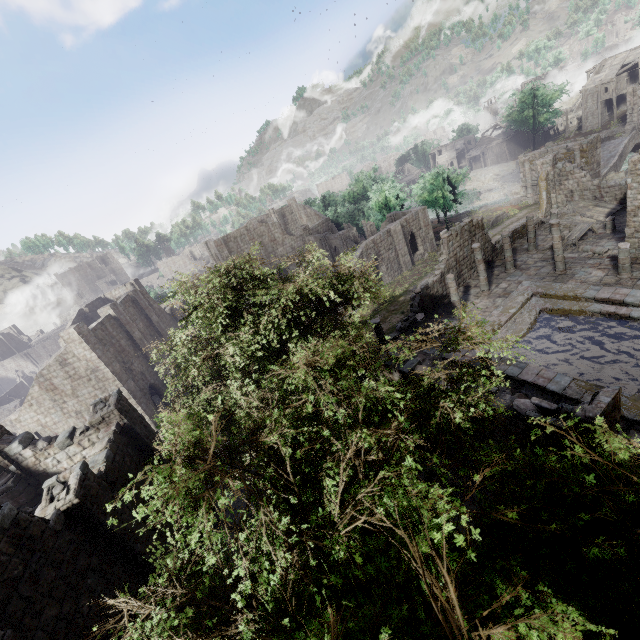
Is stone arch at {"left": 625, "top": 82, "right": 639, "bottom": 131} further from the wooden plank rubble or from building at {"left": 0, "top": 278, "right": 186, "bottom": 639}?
the wooden plank rubble

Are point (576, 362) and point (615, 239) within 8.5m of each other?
no

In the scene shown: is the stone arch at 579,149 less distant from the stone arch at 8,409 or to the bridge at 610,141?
the bridge at 610,141

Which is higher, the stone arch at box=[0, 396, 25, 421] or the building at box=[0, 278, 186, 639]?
the building at box=[0, 278, 186, 639]

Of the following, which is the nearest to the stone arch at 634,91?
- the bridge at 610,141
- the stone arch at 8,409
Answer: the bridge at 610,141

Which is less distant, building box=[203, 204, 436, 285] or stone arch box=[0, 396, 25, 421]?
building box=[203, 204, 436, 285]

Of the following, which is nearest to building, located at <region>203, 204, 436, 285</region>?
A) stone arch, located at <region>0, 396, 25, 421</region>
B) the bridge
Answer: stone arch, located at <region>0, 396, 25, 421</region>

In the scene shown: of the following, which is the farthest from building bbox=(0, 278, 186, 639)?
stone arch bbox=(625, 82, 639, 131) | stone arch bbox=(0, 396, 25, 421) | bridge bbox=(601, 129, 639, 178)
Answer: bridge bbox=(601, 129, 639, 178)
